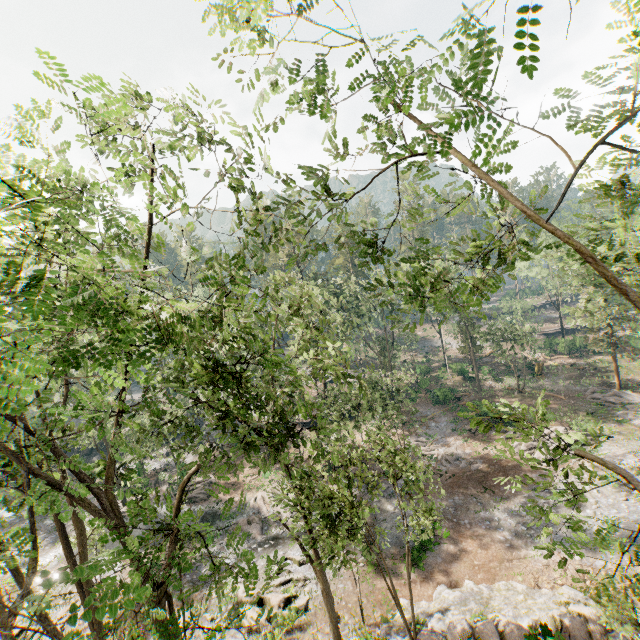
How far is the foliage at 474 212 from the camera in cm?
847

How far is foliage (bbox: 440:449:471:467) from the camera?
29.8m

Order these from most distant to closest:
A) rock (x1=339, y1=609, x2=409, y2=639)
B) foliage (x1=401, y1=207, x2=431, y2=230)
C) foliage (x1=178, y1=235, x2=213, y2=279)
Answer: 1. rock (x1=339, y1=609, x2=409, y2=639)
2. foliage (x1=401, y1=207, x2=431, y2=230)
3. foliage (x1=178, y1=235, x2=213, y2=279)

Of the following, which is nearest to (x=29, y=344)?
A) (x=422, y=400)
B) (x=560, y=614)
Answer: (x=560, y=614)

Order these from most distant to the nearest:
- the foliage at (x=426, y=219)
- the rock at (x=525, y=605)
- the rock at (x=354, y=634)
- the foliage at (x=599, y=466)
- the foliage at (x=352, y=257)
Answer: the rock at (x=354, y=634), the rock at (x=525, y=605), the foliage at (x=426, y=219), the foliage at (x=599, y=466), the foliage at (x=352, y=257)

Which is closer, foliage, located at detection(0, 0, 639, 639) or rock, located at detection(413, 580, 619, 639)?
foliage, located at detection(0, 0, 639, 639)
